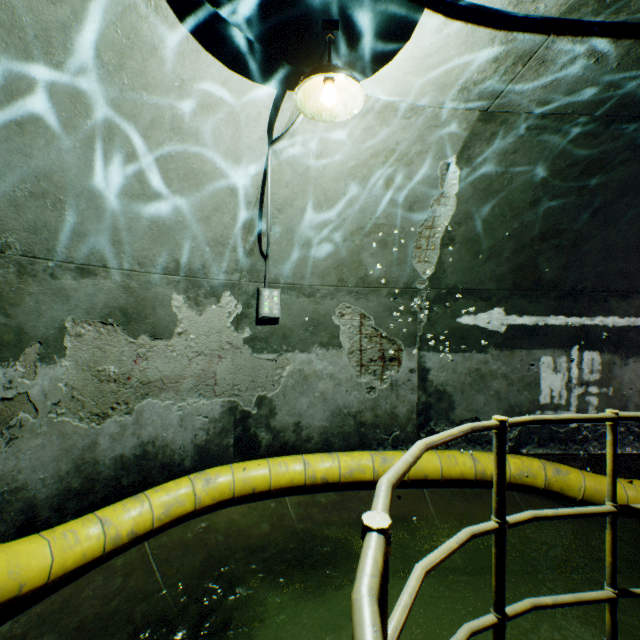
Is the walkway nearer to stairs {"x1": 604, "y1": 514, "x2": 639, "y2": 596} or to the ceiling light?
stairs {"x1": 604, "y1": 514, "x2": 639, "y2": 596}

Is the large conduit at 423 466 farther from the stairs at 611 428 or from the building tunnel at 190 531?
the stairs at 611 428

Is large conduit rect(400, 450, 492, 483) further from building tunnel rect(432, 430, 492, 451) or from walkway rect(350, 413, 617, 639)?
walkway rect(350, 413, 617, 639)

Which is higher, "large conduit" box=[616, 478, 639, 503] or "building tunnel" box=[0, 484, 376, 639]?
"large conduit" box=[616, 478, 639, 503]

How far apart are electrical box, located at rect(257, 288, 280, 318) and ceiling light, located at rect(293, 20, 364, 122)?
2.22m

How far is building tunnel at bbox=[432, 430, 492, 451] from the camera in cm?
494

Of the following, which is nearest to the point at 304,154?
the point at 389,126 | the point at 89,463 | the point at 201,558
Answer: the point at 389,126

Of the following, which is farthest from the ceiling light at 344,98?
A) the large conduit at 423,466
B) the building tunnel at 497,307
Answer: the large conduit at 423,466
